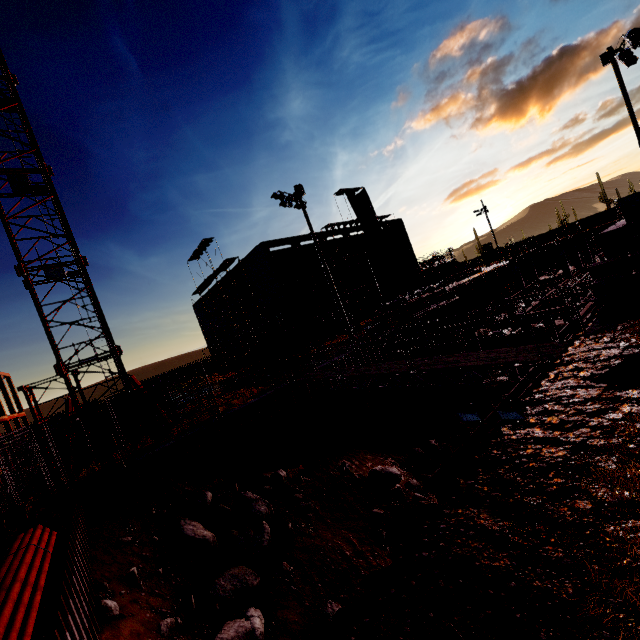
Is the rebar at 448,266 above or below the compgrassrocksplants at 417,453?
above

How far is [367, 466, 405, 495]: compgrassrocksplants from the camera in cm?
1365

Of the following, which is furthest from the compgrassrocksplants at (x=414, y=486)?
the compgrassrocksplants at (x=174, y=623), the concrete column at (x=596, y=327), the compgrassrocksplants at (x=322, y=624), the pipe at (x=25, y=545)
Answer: the pipe at (x=25, y=545)

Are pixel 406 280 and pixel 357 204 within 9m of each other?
no

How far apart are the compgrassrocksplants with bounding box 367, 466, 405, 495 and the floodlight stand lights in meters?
11.8

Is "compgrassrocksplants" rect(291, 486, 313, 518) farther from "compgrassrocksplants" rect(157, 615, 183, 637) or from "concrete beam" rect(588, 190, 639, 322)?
"concrete beam" rect(588, 190, 639, 322)

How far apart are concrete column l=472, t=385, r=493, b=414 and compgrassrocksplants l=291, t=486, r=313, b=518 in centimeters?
1421cm

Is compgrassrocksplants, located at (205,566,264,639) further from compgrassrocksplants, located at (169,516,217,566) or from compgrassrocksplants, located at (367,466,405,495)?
compgrassrocksplants, located at (367,466,405,495)
